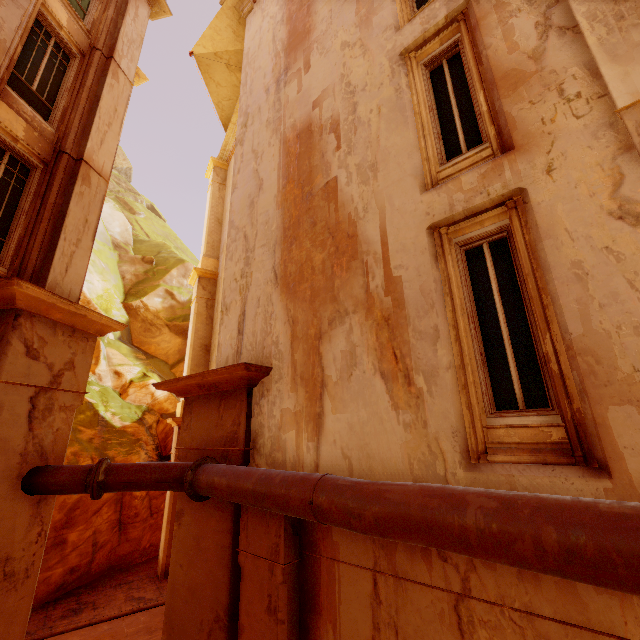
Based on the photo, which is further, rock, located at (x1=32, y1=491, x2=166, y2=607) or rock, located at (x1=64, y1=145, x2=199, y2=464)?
rock, located at (x1=64, y1=145, x2=199, y2=464)

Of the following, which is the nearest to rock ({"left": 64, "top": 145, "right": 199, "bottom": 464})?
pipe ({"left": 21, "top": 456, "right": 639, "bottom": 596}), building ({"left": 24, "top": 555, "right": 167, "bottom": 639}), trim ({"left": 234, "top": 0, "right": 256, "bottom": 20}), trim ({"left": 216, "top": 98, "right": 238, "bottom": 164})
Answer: building ({"left": 24, "top": 555, "right": 167, "bottom": 639})

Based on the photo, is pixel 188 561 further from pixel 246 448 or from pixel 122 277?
pixel 122 277

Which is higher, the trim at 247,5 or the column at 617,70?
the trim at 247,5

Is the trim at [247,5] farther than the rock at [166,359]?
No

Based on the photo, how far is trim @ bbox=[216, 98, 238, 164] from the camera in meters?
A: 15.9 m

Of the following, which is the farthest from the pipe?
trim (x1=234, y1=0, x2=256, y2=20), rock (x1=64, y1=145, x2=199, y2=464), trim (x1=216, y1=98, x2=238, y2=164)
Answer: trim (x1=216, y1=98, x2=238, y2=164)

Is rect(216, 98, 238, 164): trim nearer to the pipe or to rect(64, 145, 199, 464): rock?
rect(64, 145, 199, 464): rock
